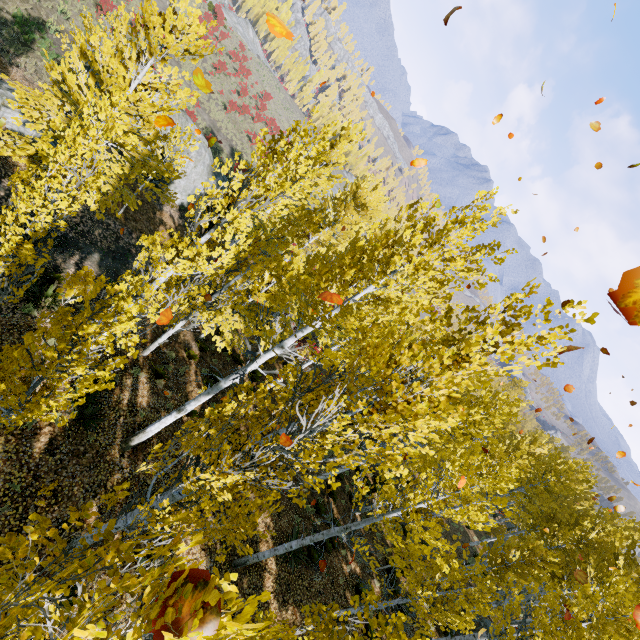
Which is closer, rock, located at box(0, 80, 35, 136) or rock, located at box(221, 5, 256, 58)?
rock, located at box(0, 80, 35, 136)

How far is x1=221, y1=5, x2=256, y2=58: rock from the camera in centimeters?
5355cm

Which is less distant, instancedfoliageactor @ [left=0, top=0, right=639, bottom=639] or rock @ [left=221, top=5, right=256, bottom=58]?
instancedfoliageactor @ [left=0, top=0, right=639, bottom=639]

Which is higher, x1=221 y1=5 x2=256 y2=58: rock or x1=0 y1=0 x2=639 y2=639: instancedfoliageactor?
x1=0 y1=0 x2=639 y2=639: instancedfoliageactor

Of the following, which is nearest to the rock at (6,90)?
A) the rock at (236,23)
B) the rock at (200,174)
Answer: the rock at (200,174)

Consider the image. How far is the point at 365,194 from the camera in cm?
2120

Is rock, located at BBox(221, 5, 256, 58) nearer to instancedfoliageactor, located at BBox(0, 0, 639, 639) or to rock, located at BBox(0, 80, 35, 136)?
instancedfoliageactor, located at BBox(0, 0, 639, 639)

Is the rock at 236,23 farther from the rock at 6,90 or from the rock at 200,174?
the rock at 6,90
